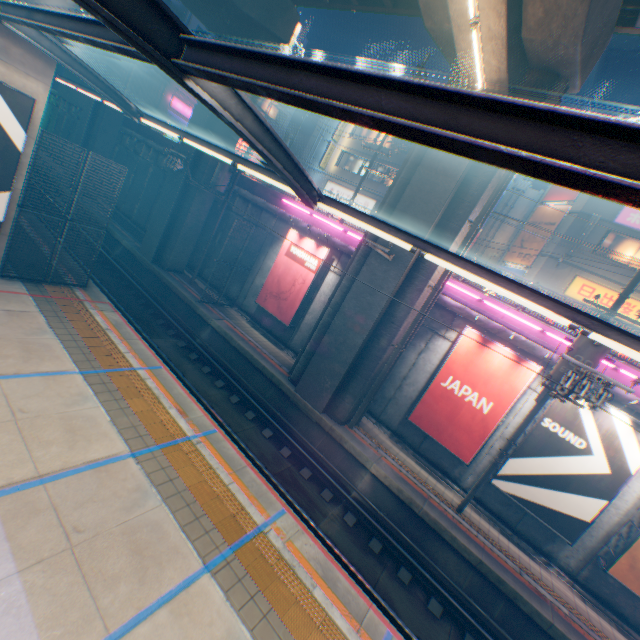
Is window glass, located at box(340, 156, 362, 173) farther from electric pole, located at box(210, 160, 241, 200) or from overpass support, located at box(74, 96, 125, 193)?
electric pole, located at box(210, 160, 241, 200)

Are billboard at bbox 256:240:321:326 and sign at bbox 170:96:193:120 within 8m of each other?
no

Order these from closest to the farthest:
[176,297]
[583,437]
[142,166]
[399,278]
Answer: [583,437] → [399,278] → [176,297] → [142,166]

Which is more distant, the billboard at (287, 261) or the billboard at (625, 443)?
the billboard at (287, 261)

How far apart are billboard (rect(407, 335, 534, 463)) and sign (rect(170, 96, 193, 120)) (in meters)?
34.46

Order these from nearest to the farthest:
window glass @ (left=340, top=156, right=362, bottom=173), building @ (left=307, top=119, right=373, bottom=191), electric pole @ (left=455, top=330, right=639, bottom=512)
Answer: electric pole @ (left=455, top=330, right=639, bottom=512) → building @ (left=307, top=119, right=373, bottom=191) → window glass @ (left=340, top=156, right=362, bottom=173)

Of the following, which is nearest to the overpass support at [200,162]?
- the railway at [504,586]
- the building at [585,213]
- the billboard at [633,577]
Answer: the railway at [504,586]

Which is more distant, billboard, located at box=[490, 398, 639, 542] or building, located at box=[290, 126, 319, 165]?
building, located at box=[290, 126, 319, 165]
